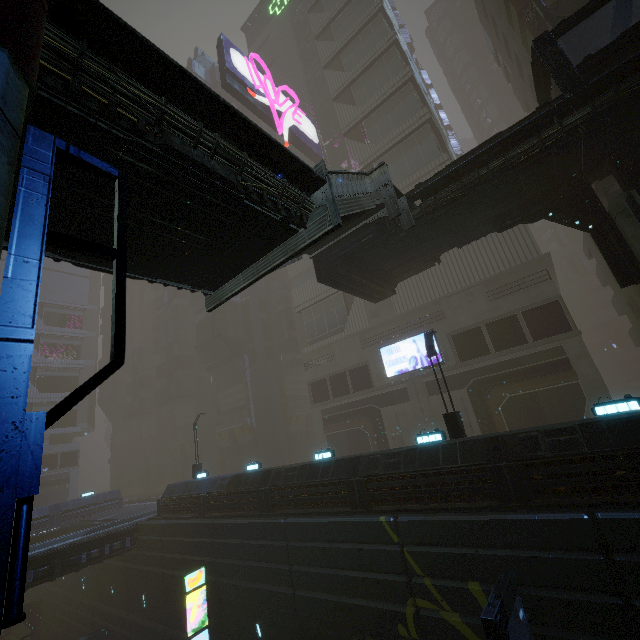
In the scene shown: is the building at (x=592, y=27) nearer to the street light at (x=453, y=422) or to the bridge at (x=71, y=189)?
the street light at (x=453, y=422)

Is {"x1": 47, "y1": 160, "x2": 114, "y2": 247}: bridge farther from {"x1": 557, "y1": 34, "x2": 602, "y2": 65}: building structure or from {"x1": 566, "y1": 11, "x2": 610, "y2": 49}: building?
{"x1": 566, "y1": 11, "x2": 610, "y2": 49}: building

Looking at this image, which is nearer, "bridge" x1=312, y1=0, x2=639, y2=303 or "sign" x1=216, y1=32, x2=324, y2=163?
"bridge" x1=312, y1=0, x2=639, y2=303

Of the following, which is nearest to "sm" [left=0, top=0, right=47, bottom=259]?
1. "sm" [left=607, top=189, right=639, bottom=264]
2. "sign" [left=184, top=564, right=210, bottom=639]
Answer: "sign" [left=184, top=564, right=210, bottom=639]

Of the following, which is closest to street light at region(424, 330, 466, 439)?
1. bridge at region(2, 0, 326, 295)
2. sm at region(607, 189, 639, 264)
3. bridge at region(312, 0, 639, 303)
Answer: bridge at region(312, 0, 639, 303)

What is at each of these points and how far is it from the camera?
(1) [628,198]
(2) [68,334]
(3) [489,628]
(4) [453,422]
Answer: (1) sm, 11.00m
(2) building, 59.47m
(3) sign, 7.36m
(4) street light, 13.61m

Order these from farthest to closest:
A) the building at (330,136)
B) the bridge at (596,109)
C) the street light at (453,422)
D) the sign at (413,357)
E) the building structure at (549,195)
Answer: the building at (330,136) → the sign at (413,357) → the street light at (453,422) → the building structure at (549,195) → the bridge at (596,109)

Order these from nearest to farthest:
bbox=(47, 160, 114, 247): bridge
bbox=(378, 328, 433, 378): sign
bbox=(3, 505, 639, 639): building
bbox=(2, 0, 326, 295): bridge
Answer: bbox=(2, 0, 326, 295): bridge, bbox=(47, 160, 114, 247): bridge, bbox=(3, 505, 639, 639): building, bbox=(378, 328, 433, 378): sign
